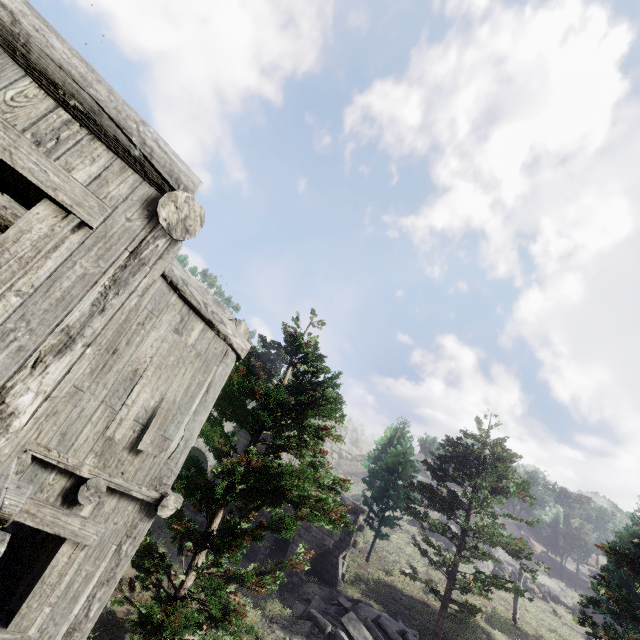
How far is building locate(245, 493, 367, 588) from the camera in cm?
1614

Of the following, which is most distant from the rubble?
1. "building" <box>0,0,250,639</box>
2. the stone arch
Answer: "building" <box>0,0,250,639</box>

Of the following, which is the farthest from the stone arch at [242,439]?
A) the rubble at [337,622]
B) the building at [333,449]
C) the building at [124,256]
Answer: the rubble at [337,622]

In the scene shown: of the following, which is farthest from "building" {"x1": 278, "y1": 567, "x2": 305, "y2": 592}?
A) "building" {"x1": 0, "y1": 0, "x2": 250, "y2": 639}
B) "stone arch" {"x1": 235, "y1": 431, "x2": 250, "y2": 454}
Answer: "building" {"x1": 0, "y1": 0, "x2": 250, "y2": 639}

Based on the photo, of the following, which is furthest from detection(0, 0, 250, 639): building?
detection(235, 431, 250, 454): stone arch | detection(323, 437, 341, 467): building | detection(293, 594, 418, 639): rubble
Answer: detection(323, 437, 341, 467): building

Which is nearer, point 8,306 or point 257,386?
point 8,306

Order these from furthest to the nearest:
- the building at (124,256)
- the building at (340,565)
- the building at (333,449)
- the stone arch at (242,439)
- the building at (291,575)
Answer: the building at (333,449)
the stone arch at (242,439)
the building at (340,565)
the building at (291,575)
the building at (124,256)

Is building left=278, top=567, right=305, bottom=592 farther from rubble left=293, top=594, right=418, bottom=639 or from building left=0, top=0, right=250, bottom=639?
building left=0, top=0, right=250, bottom=639
